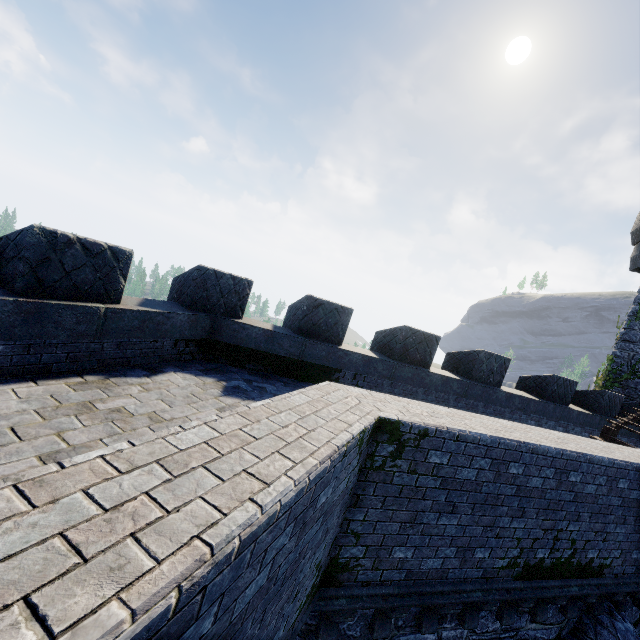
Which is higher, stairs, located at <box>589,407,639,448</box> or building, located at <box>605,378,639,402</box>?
building, located at <box>605,378,639,402</box>

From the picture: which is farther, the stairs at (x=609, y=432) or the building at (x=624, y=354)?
the building at (x=624, y=354)

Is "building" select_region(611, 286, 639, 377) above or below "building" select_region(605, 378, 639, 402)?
above

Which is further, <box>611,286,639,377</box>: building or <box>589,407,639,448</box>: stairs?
<box>611,286,639,377</box>: building

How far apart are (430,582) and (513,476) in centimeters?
207cm
